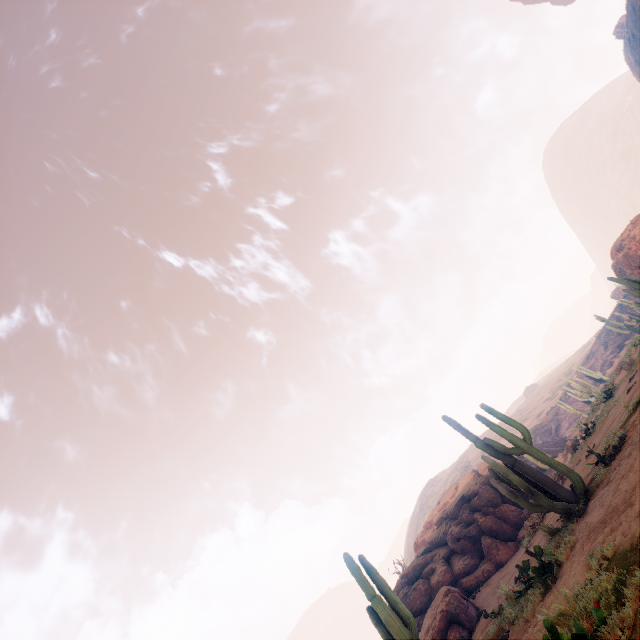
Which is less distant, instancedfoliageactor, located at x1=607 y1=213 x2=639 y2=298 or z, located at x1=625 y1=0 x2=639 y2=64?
instancedfoliageactor, located at x1=607 y1=213 x2=639 y2=298

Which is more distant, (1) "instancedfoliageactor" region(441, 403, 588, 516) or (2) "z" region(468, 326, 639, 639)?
(1) "instancedfoliageactor" region(441, 403, 588, 516)

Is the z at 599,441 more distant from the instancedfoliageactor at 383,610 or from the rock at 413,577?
the rock at 413,577

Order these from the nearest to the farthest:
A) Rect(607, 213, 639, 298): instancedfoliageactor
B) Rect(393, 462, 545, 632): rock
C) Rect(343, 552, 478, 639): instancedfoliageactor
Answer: Rect(343, 552, 478, 639): instancedfoliageactor
Rect(393, 462, 545, 632): rock
Rect(607, 213, 639, 298): instancedfoliageactor

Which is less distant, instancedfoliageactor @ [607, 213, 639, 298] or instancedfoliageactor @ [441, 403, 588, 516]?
instancedfoliageactor @ [441, 403, 588, 516]

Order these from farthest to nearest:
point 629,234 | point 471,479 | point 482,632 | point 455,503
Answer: point 629,234
point 471,479
point 455,503
point 482,632

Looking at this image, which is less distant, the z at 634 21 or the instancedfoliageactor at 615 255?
the instancedfoliageactor at 615 255

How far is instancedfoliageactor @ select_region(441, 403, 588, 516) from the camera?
8.1 meters
